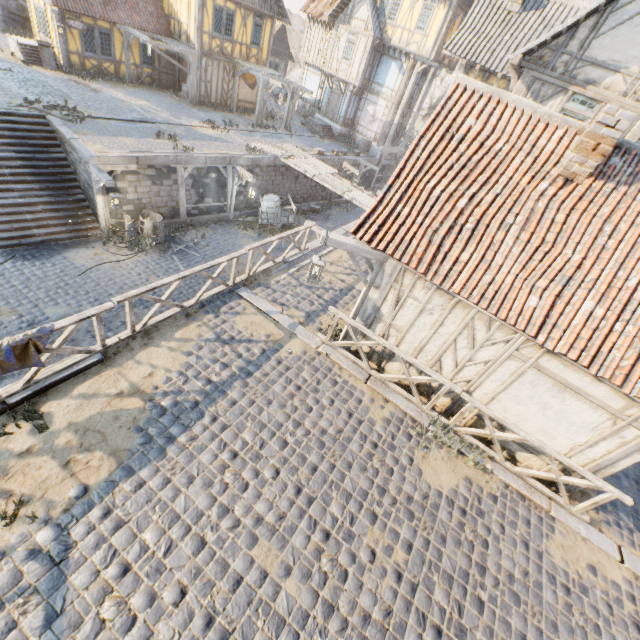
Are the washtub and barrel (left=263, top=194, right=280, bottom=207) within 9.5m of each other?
no

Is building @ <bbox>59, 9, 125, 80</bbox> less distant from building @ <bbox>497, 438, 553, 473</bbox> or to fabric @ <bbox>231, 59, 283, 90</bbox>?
fabric @ <bbox>231, 59, 283, 90</bbox>

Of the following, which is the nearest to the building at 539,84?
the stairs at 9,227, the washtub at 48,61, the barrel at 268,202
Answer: the barrel at 268,202

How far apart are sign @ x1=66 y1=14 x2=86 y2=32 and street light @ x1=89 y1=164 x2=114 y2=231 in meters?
12.2

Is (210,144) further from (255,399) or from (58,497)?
(58,497)

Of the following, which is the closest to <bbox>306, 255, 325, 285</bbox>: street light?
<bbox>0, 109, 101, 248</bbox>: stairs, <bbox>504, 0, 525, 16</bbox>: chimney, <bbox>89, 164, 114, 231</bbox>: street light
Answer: <bbox>89, 164, 114, 231</bbox>: street light

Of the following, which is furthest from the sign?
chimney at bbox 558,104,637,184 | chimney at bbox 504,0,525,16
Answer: chimney at bbox 558,104,637,184

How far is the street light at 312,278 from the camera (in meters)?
6.70
